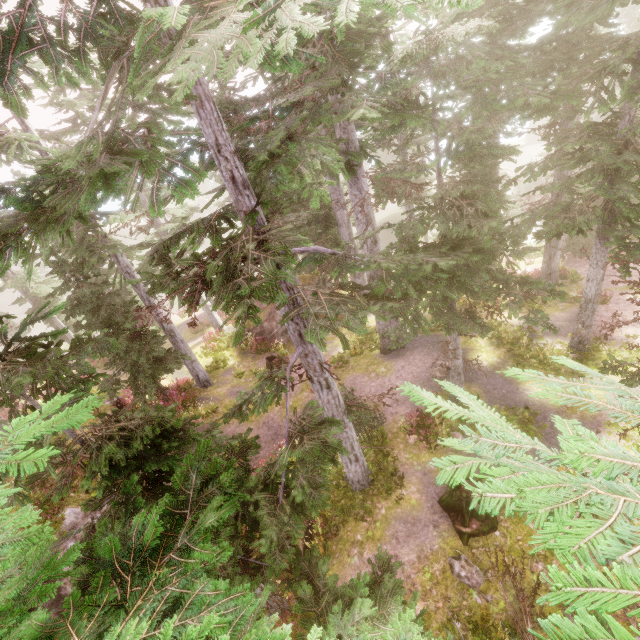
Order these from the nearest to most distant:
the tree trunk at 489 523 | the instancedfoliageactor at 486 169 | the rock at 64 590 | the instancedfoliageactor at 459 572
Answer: the instancedfoliageactor at 486 169 → the instancedfoliageactor at 459 572 → the tree trunk at 489 523 → the rock at 64 590

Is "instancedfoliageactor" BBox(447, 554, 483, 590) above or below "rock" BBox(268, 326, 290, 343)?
above

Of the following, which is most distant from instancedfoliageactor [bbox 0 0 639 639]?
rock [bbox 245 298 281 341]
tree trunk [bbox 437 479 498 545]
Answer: tree trunk [bbox 437 479 498 545]

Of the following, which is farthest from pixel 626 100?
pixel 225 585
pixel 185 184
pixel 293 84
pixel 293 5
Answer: pixel 225 585

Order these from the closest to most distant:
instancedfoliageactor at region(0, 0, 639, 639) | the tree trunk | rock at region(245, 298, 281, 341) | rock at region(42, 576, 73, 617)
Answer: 1. instancedfoliageactor at region(0, 0, 639, 639)
2. the tree trunk
3. rock at region(42, 576, 73, 617)
4. rock at region(245, 298, 281, 341)

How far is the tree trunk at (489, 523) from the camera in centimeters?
913cm
